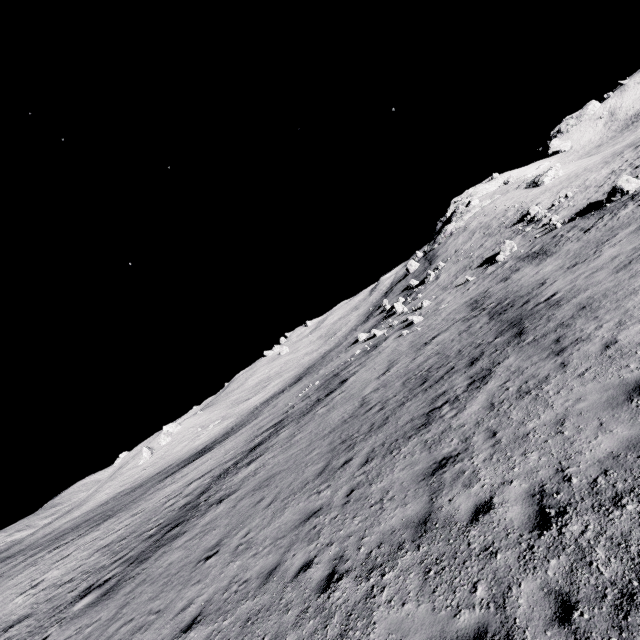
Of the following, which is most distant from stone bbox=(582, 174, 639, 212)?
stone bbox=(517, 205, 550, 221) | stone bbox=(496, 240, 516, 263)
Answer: stone bbox=(517, 205, 550, 221)

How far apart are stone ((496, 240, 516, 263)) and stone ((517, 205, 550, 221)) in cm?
1027

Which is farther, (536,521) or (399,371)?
(399,371)

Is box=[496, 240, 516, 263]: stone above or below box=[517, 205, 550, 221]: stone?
below

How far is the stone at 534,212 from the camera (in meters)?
39.26

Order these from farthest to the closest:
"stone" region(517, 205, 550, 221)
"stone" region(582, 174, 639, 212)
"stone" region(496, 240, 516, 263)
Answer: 1. "stone" region(517, 205, 550, 221)
2. "stone" region(496, 240, 516, 263)
3. "stone" region(582, 174, 639, 212)

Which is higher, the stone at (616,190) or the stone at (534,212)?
the stone at (534,212)
